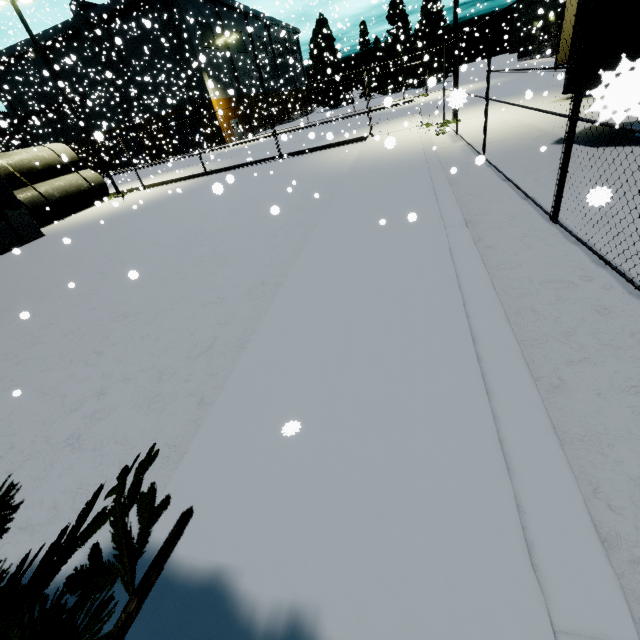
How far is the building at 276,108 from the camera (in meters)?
33.43

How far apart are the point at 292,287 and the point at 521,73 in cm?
4255

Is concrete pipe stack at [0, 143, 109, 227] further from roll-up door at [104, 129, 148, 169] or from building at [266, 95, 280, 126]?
roll-up door at [104, 129, 148, 169]

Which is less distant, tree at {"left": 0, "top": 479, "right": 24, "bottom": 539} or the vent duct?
tree at {"left": 0, "top": 479, "right": 24, "bottom": 539}

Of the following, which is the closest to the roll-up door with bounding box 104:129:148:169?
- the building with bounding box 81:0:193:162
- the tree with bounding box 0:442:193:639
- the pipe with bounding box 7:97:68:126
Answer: the building with bounding box 81:0:193:162

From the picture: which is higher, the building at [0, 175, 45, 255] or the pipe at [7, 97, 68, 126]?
the pipe at [7, 97, 68, 126]

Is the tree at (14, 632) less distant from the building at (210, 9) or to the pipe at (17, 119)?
the building at (210, 9)

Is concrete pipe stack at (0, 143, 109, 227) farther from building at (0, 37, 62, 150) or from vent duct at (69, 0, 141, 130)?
vent duct at (69, 0, 141, 130)
